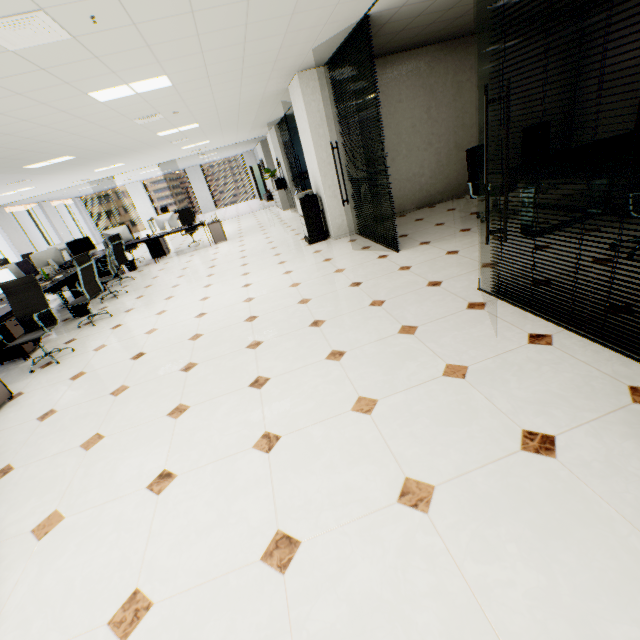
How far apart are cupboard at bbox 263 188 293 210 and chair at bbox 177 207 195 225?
3.65m

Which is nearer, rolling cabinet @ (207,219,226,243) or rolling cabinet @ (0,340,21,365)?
rolling cabinet @ (0,340,21,365)

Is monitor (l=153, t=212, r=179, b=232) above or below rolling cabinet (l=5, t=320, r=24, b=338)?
above

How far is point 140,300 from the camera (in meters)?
6.44

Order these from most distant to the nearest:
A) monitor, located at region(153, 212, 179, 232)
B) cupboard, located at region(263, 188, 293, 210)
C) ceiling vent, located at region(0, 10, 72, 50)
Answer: cupboard, located at region(263, 188, 293, 210) < monitor, located at region(153, 212, 179, 232) < ceiling vent, located at region(0, 10, 72, 50)

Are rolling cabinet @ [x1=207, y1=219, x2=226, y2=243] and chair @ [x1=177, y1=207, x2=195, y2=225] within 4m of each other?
yes

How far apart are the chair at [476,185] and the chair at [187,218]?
8.5m

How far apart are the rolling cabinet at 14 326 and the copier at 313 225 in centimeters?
520cm
